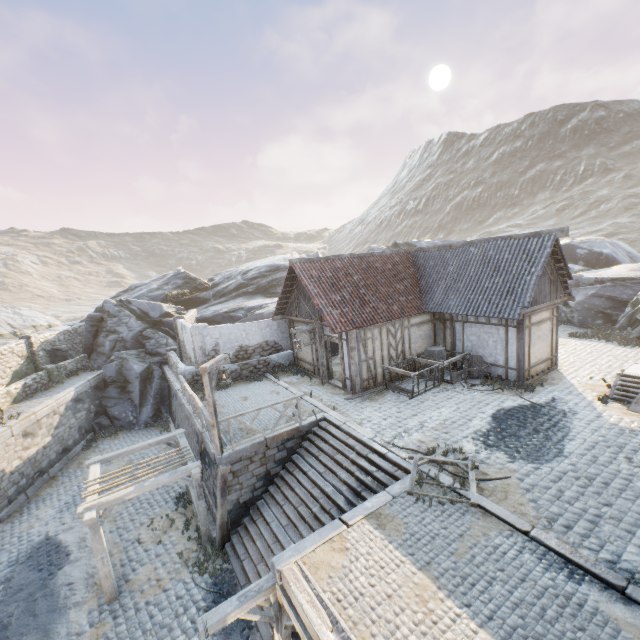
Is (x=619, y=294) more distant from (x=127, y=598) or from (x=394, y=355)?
(x=127, y=598)

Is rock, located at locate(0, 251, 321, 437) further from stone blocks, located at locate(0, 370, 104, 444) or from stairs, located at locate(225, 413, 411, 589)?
stairs, located at locate(225, 413, 411, 589)

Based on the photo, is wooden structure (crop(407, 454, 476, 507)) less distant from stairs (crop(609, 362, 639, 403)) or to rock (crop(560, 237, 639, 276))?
stairs (crop(609, 362, 639, 403))

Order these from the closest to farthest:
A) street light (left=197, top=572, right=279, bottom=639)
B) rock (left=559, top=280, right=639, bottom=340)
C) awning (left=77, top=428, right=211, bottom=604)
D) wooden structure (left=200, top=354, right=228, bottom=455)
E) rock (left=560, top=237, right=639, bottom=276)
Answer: street light (left=197, top=572, right=279, bottom=639) < awning (left=77, top=428, right=211, bottom=604) < wooden structure (left=200, top=354, right=228, bottom=455) < rock (left=559, top=280, right=639, bottom=340) < rock (left=560, top=237, right=639, bottom=276)

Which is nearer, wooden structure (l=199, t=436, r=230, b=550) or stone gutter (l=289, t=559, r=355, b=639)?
stone gutter (l=289, t=559, r=355, b=639)

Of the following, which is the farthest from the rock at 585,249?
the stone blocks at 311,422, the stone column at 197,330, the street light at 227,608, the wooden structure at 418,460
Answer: the street light at 227,608

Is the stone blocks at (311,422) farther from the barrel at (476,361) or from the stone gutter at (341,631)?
the barrel at (476,361)

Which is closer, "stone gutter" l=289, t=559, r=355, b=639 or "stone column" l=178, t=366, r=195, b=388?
"stone gutter" l=289, t=559, r=355, b=639
